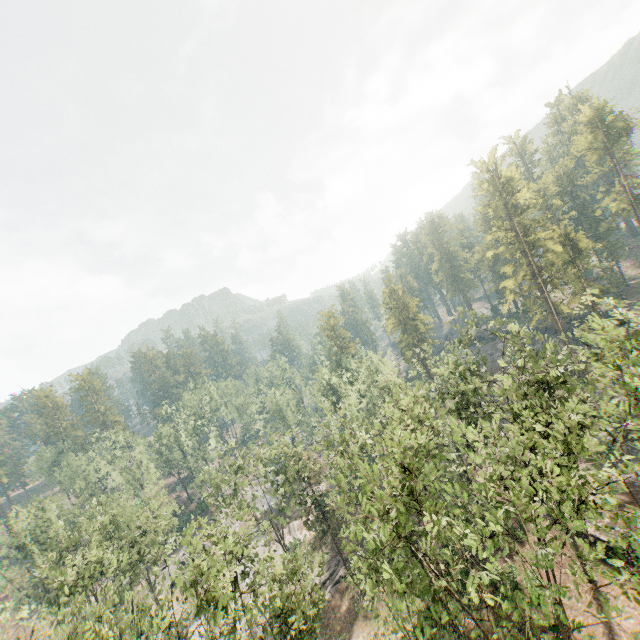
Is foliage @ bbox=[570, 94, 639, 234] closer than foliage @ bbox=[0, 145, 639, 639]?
No

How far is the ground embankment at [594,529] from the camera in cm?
2559

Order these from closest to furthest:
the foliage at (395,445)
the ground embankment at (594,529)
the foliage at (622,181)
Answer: the foliage at (395,445) → the ground embankment at (594,529) → the foliage at (622,181)

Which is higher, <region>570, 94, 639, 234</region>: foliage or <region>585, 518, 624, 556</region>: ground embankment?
<region>570, 94, 639, 234</region>: foliage

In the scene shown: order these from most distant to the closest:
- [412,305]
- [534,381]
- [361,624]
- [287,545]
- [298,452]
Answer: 1. [412,305]
2. [287,545]
3. [298,452]
4. [361,624]
5. [534,381]

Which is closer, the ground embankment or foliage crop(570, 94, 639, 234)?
the ground embankment

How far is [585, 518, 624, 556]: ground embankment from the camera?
25.6 meters
